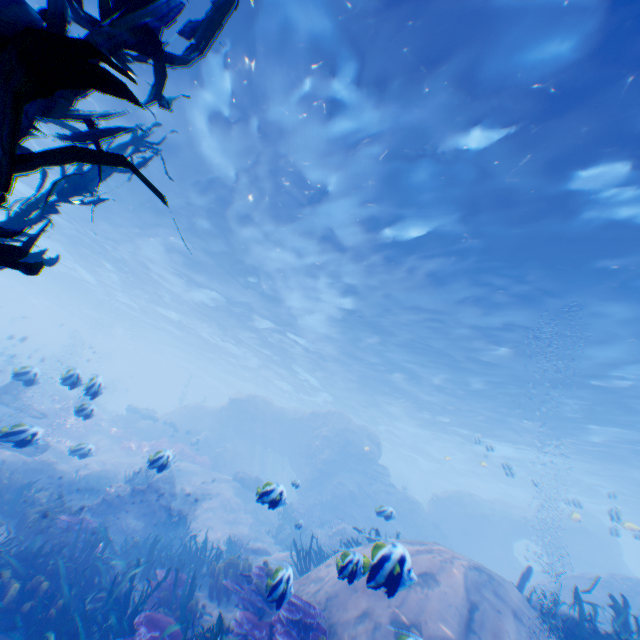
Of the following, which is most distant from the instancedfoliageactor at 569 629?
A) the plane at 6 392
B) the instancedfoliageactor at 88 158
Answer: the plane at 6 392

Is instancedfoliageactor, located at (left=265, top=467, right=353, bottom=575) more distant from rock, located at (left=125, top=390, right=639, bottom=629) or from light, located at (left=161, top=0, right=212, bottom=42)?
light, located at (left=161, top=0, right=212, bottom=42)

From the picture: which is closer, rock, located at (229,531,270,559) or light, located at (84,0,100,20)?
light, located at (84,0,100,20)

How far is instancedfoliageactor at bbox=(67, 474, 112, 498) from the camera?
13.0m

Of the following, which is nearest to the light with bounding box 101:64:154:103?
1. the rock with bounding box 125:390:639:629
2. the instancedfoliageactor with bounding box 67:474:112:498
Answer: the rock with bounding box 125:390:639:629

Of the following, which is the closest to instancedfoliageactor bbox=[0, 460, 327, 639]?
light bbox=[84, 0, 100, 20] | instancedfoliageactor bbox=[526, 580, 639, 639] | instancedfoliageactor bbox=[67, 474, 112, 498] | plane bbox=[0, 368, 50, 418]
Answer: plane bbox=[0, 368, 50, 418]

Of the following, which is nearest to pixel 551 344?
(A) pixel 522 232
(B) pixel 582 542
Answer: (A) pixel 522 232

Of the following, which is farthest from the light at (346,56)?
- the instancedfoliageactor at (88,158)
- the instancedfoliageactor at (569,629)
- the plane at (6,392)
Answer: the plane at (6,392)
